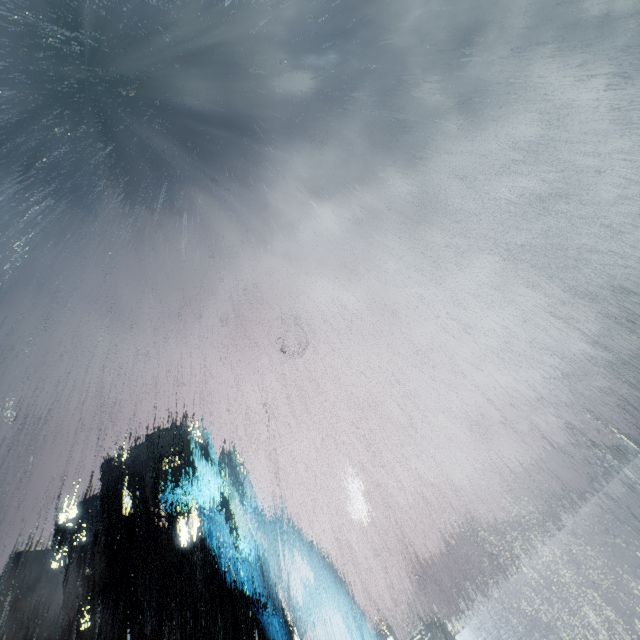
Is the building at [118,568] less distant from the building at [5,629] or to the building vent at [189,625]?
the building vent at [189,625]

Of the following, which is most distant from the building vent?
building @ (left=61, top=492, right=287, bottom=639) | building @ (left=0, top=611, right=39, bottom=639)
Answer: building @ (left=0, top=611, right=39, bottom=639)

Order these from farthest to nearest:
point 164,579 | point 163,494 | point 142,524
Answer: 1. point 163,494
2. point 142,524
3. point 164,579

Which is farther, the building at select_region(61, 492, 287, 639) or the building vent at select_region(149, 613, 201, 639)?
the building at select_region(61, 492, 287, 639)

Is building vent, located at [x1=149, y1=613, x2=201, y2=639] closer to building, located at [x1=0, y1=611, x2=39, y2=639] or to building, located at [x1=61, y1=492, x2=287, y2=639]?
building, located at [x1=61, y1=492, x2=287, y2=639]
